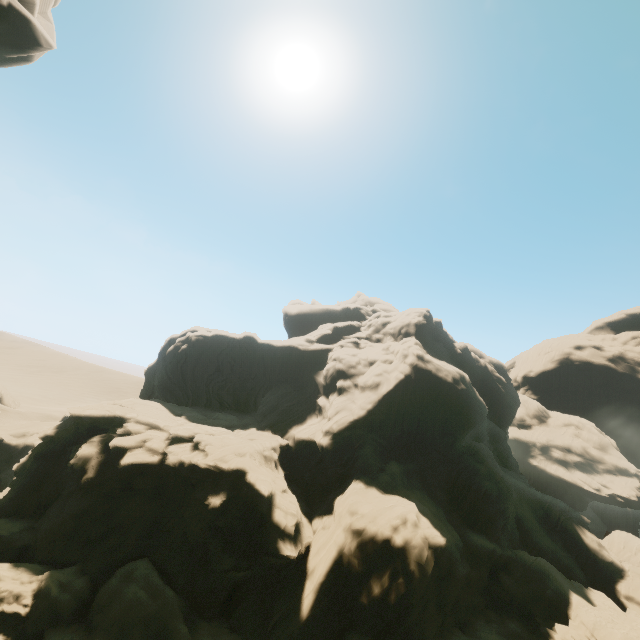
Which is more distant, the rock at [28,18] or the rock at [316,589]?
the rock at [316,589]

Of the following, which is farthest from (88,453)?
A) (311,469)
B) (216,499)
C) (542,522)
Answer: (542,522)

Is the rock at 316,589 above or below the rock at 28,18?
below

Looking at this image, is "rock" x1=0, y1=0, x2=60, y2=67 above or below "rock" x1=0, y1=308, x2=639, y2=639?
above

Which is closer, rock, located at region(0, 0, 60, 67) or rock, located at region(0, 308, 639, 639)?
rock, located at region(0, 0, 60, 67)
